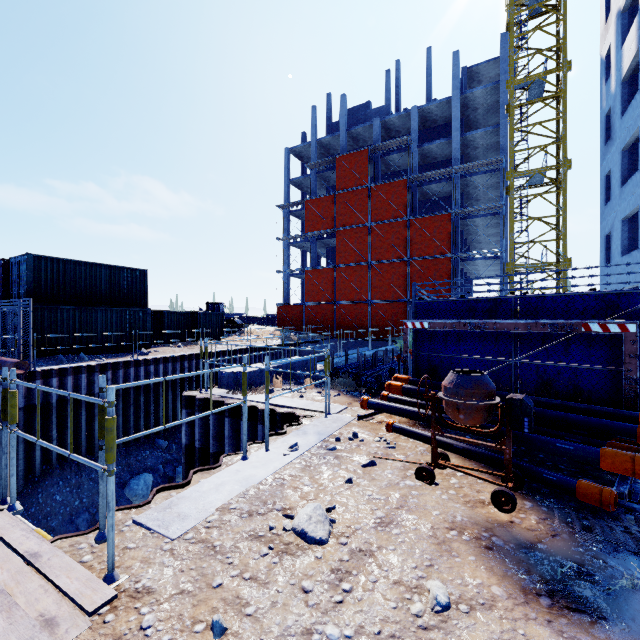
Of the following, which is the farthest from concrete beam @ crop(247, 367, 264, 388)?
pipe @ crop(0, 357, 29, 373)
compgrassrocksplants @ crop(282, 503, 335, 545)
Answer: pipe @ crop(0, 357, 29, 373)

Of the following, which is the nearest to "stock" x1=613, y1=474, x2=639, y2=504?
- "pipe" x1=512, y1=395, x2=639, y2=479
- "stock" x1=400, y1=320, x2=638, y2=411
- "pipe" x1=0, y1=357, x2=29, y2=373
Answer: "pipe" x1=512, y1=395, x2=639, y2=479

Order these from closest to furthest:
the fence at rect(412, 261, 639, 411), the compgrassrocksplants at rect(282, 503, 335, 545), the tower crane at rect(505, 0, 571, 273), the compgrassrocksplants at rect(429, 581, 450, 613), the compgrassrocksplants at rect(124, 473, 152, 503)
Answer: the compgrassrocksplants at rect(429, 581, 450, 613) < the compgrassrocksplants at rect(282, 503, 335, 545) < the fence at rect(412, 261, 639, 411) < the compgrassrocksplants at rect(124, 473, 152, 503) < the tower crane at rect(505, 0, 571, 273)

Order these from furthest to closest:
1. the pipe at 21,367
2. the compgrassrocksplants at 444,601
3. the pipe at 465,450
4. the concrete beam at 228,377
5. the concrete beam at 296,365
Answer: the pipe at 21,367
the concrete beam at 296,365
the concrete beam at 228,377
the pipe at 465,450
the compgrassrocksplants at 444,601

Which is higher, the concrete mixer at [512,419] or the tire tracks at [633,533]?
the concrete mixer at [512,419]

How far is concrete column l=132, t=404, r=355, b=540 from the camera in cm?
300

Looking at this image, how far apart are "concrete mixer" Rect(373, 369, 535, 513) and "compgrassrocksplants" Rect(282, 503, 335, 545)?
1.1m

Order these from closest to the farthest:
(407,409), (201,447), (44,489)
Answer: (407,409)
(201,447)
(44,489)
